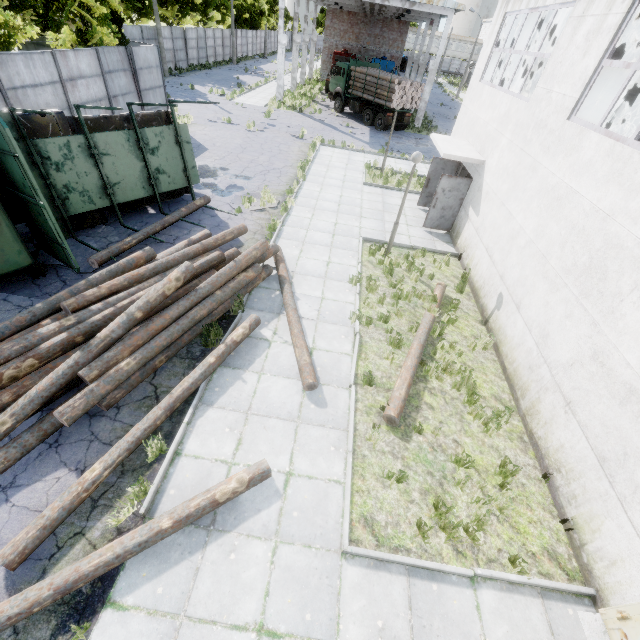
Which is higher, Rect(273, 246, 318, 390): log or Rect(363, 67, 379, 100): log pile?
Rect(363, 67, 379, 100): log pile

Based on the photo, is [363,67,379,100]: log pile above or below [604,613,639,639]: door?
above

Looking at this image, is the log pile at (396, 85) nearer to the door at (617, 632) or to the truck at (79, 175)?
the truck at (79, 175)

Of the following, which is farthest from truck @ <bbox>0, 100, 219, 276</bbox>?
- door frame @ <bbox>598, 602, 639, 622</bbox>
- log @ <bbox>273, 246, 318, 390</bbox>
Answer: door frame @ <bbox>598, 602, 639, 622</bbox>

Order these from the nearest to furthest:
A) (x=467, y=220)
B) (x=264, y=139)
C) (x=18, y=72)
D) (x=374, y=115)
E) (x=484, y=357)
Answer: (x=484, y=357)
(x=18, y=72)
(x=467, y=220)
(x=264, y=139)
(x=374, y=115)

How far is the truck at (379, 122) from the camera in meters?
25.8 m

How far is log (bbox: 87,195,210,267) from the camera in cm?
852

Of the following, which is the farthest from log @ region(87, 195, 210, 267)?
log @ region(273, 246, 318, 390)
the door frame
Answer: the door frame
